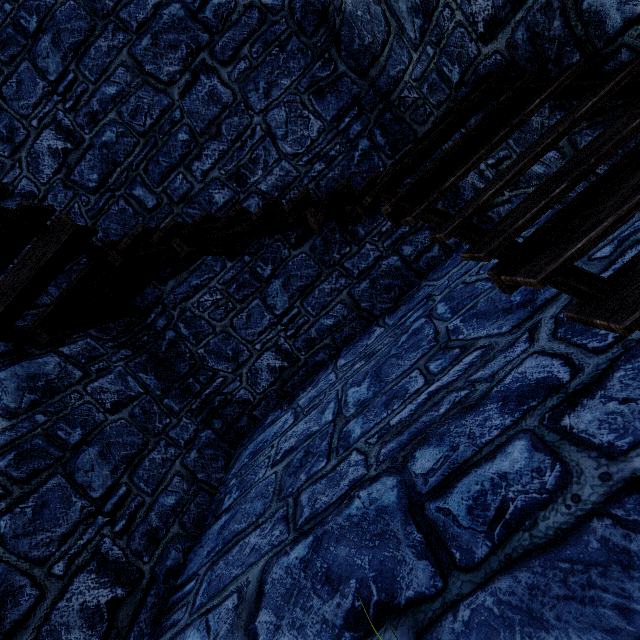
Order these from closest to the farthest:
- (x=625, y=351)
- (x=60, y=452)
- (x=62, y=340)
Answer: (x=625, y=351), (x=60, y=452), (x=62, y=340)
